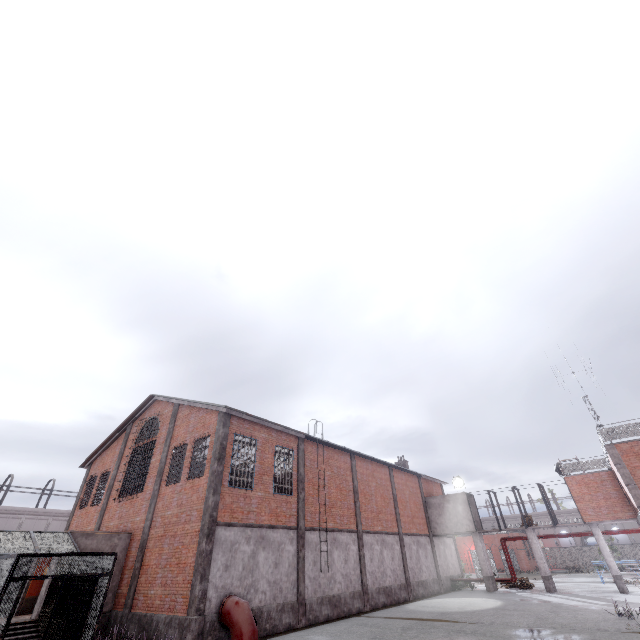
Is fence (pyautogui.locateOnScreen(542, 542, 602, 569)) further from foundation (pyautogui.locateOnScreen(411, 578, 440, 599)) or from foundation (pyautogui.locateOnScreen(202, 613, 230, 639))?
foundation (pyautogui.locateOnScreen(202, 613, 230, 639))

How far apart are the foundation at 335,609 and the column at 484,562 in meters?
13.4 m

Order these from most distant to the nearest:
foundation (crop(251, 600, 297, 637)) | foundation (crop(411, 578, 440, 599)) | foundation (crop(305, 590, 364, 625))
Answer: foundation (crop(411, 578, 440, 599)) → foundation (crop(305, 590, 364, 625)) → foundation (crop(251, 600, 297, 637))

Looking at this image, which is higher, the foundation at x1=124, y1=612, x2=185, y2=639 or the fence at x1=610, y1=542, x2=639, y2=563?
the fence at x1=610, y1=542, x2=639, y2=563

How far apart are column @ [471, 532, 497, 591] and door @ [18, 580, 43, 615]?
29.73m

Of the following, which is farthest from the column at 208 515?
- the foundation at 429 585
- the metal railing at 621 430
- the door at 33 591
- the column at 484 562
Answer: the column at 484 562

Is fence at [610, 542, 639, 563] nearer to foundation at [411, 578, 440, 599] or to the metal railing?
the metal railing

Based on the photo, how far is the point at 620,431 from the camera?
18.02m
